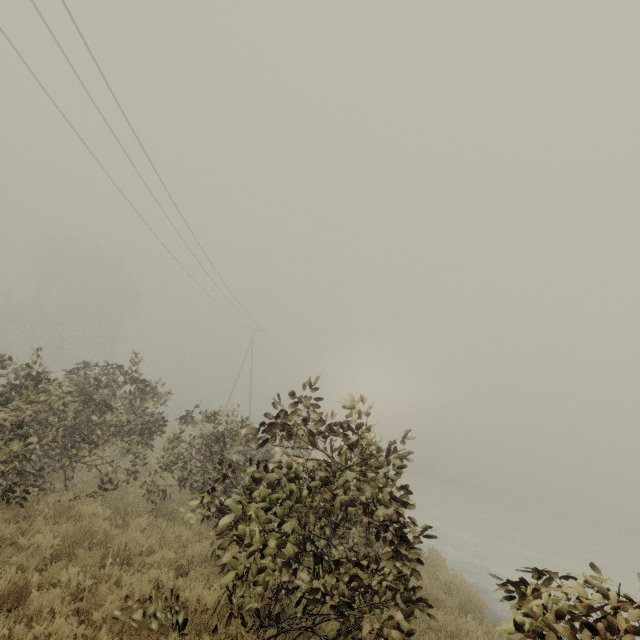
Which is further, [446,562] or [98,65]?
[446,562]
